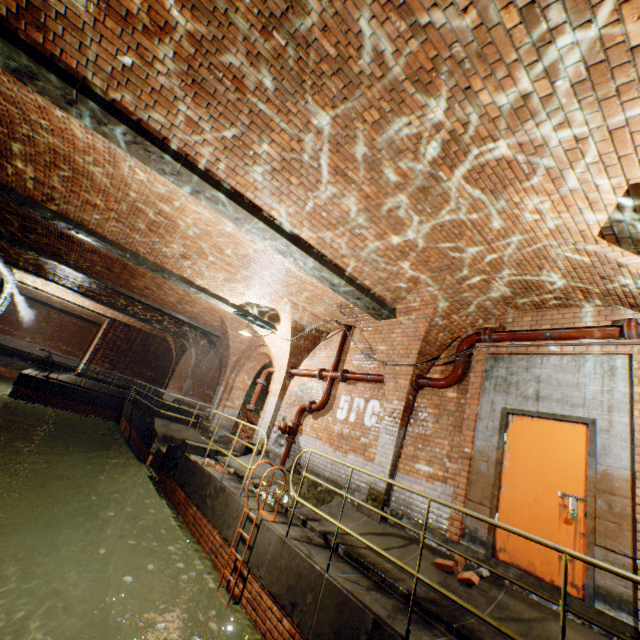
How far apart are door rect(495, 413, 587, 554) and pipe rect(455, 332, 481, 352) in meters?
1.1

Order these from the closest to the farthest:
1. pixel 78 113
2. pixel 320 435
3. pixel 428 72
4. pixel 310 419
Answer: pixel 428 72, pixel 78 113, pixel 320 435, pixel 310 419

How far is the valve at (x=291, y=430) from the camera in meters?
9.1 m

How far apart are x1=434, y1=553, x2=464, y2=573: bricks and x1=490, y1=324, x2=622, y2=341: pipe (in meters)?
3.69

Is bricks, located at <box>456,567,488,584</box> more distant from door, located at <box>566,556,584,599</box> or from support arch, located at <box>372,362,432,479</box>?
support arch, located at <box>372,362,432,479</box>

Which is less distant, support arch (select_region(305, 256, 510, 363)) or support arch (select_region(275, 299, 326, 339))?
support arch (select_region(305, 256, 510, 363))

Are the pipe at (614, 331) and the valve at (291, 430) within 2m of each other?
no

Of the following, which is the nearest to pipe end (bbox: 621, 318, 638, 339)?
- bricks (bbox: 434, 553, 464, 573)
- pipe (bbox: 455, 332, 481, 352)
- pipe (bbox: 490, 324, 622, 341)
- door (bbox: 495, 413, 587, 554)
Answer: pipe (bbox: 490, 324, 622, 341)
